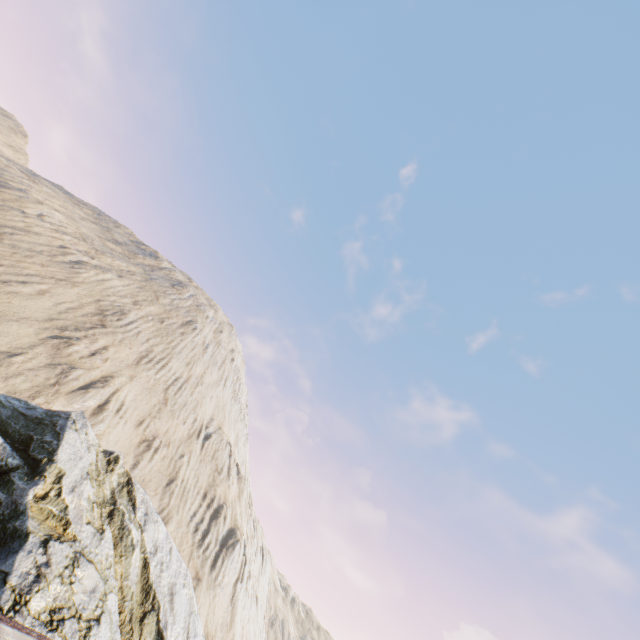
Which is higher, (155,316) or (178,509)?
(155,316)
